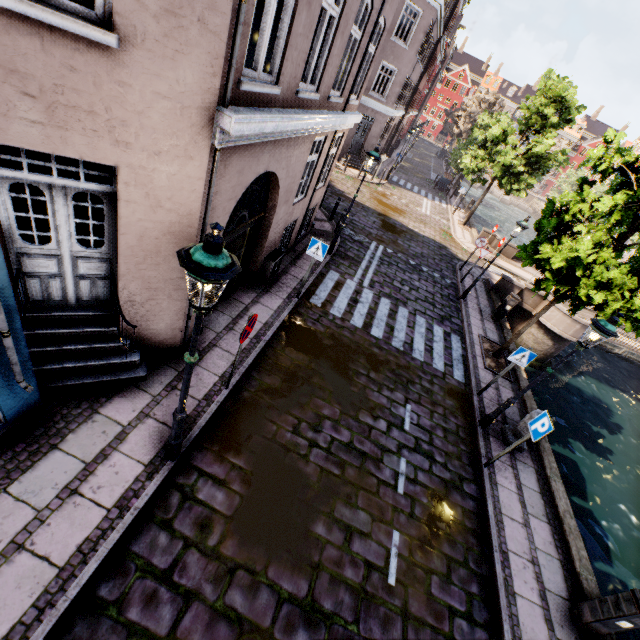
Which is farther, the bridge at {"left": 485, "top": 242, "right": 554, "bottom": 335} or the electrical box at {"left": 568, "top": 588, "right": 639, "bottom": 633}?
the bridge at {"left": 485, "top": 242, "right": 554, "bottom": 335}

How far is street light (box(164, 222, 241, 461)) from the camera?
2.63m

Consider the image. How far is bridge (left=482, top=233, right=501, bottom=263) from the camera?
20.1 meters

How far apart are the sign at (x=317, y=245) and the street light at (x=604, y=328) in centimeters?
558cm

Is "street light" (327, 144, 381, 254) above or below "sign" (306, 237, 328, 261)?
above

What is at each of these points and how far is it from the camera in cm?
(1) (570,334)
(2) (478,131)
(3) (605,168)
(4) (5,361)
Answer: (1) bridge, 1519
(2) tree, 3247
(3) tree, 859
(4) building, 377

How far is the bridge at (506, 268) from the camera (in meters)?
15.50
